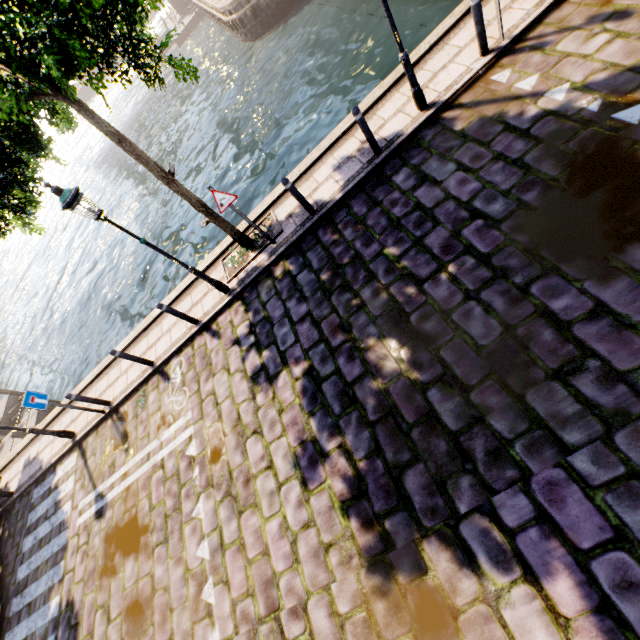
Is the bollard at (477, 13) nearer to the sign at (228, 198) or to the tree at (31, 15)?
the tree at (31, 15)

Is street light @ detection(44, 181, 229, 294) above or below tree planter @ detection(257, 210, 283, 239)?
above

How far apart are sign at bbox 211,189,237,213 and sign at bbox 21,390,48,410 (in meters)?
6.67

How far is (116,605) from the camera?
6.2m

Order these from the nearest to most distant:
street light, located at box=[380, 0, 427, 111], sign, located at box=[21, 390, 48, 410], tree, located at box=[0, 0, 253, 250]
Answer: tree, located at box=[0, 0, 253, 250], street light, located at box=[380, 0, 427, 111], sign, located at box=[21, 390, 48, 410]

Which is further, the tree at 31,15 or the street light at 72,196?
the street light at 72,196

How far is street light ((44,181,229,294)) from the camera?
5.4 meters

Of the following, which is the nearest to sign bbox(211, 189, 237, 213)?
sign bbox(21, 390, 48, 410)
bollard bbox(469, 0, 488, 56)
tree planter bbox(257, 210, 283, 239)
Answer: tree planter bbox(257, 210, 283, 239)
